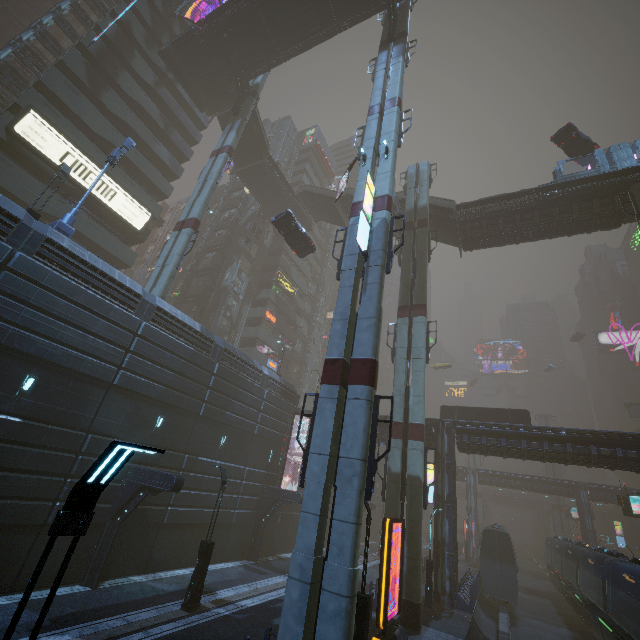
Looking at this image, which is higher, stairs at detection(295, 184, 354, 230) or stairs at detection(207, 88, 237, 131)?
stairs at detection(207, 88, 237, 131)

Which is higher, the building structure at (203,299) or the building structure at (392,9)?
the building structure at (392,9)

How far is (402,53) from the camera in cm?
2295

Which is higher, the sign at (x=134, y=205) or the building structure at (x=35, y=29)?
the building structure at (x=35, y=29)

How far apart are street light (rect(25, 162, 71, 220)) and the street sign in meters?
1.3 m

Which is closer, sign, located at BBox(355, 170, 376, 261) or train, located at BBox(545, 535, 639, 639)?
sign, located at BBox(355, 170, 376, 261)

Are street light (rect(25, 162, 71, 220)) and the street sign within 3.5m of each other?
yes

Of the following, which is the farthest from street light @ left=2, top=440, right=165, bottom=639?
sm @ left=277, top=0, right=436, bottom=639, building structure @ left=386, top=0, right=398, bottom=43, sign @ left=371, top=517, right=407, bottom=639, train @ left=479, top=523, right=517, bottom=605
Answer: building structure @ left=386, top=0, right=398, bottom=43
